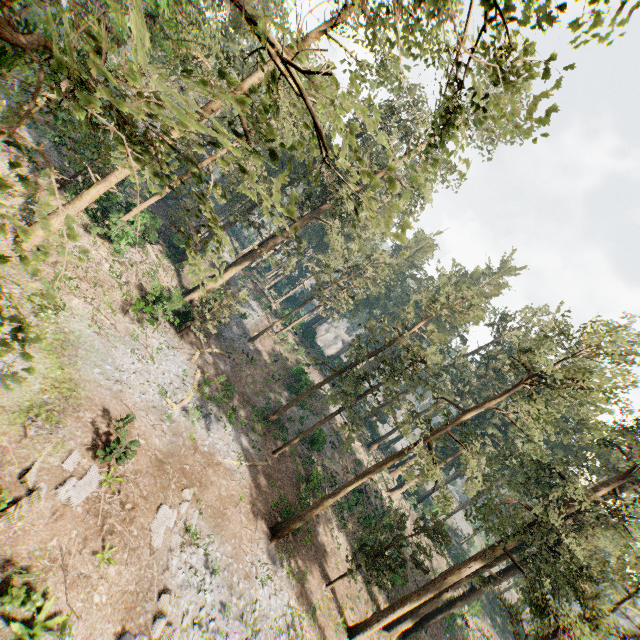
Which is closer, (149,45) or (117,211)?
(149,45)

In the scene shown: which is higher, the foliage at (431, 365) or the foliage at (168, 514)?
the foliage at (431, 365)

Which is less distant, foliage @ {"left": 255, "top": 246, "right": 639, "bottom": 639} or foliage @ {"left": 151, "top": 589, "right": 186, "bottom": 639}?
foliage @ {"left": 151, "top": 589, "right": 186, "bottom": 639}

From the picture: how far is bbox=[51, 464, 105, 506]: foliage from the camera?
11.97m

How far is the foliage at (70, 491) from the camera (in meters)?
11.97

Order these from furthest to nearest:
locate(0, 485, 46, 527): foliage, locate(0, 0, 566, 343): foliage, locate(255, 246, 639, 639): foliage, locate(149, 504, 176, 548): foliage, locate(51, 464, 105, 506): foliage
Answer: locate(255, 246, 639, 639): foliage → locate(149, 504, 176, 548): foliage → locate(51, 464, 105, 506): foliage → locate(0, 485, 46, 527): foliage → locate(0, 0, 566, 343): foliage
